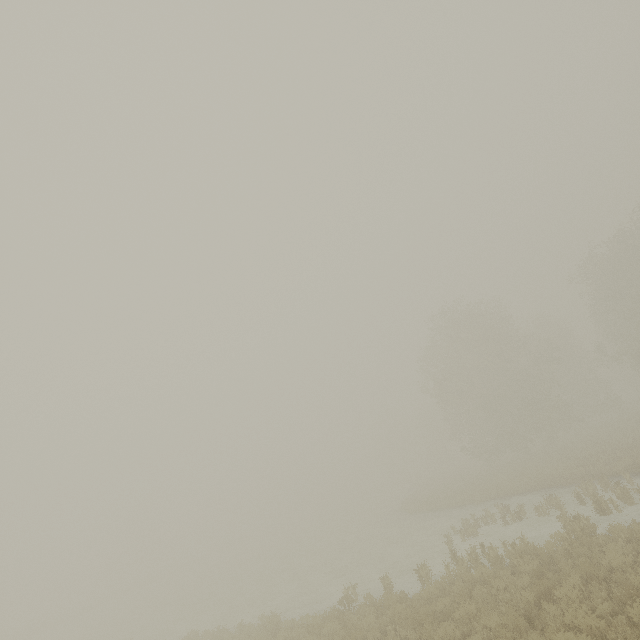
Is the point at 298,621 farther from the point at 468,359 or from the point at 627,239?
the point at 627,239
